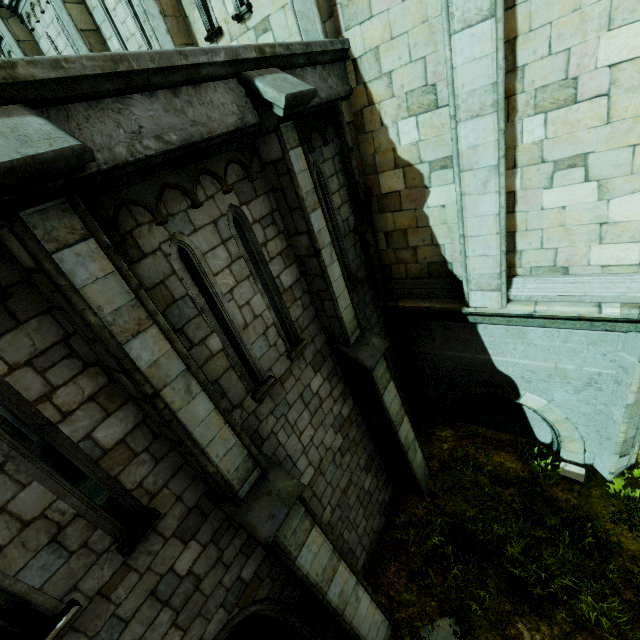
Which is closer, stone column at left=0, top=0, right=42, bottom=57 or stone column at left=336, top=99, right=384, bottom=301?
stone column at left=336, top=99, right=384, bottom=301

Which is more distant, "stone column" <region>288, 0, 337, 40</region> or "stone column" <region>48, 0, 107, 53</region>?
"stone column" <region>48, 0, 107, 53</region>

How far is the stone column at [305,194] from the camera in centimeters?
425cm

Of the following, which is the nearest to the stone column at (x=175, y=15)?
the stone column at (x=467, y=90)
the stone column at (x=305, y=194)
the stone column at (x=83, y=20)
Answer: the stone column at (x=83, y=20)

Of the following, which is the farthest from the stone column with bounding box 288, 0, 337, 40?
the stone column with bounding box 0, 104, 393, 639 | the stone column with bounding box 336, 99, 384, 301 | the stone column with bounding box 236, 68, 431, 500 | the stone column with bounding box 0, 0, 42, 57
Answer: the stone column with bounding box 0, 0, 42, 57

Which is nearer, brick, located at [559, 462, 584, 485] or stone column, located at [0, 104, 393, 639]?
stone column, located at [0, 104, 393, 639]

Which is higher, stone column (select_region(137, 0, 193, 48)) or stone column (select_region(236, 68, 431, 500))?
stone column (select_region(137, 0, 193, 48))

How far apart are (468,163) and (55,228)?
5.7m
